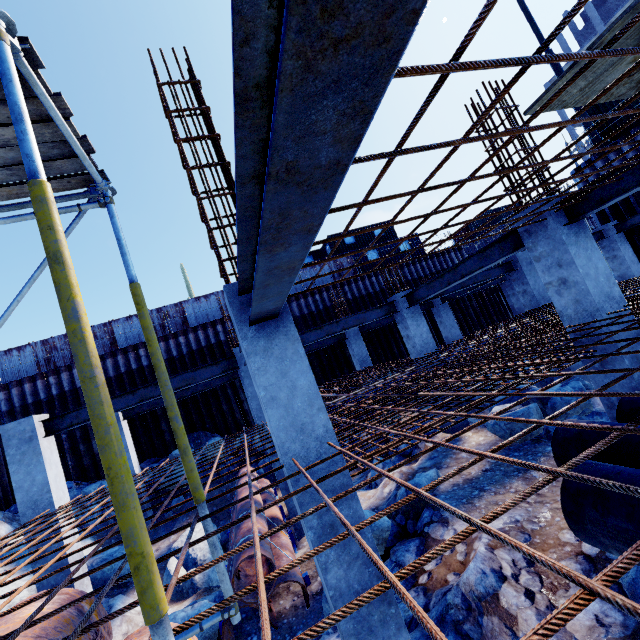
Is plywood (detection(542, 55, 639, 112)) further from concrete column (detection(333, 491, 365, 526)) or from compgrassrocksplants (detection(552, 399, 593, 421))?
compgrassrocksplants (detection(552, 399, 593, 421))

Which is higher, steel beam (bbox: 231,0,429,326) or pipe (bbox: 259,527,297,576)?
steel beam (bbox: 231,0,429,326)

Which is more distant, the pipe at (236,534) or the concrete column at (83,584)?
the concrete column at (83,584)

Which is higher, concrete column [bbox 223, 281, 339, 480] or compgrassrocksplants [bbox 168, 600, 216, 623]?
concrete column [bbox 223, 281, 339, 480]

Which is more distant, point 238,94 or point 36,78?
point 36,78

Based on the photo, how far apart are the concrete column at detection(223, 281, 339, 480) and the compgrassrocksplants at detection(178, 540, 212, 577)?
4.91m

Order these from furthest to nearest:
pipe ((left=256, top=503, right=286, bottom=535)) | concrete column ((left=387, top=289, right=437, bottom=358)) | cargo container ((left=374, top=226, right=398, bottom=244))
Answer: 1. cargo container ((left=374, top=226, right=398, bottom=244))
2. concrete column ((left=387, top=289, right=437, bottom=358))
3. pipe ((left=256, top=503, right=286, bottom=535))

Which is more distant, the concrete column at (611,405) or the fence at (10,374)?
the fence at (10,374)
